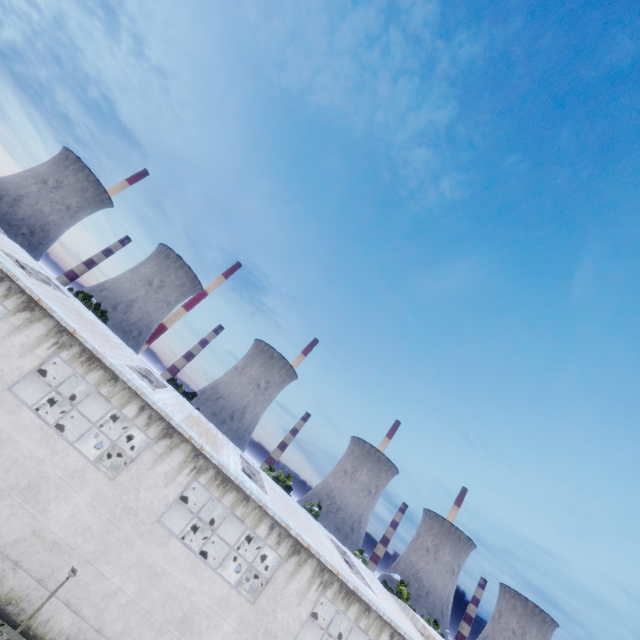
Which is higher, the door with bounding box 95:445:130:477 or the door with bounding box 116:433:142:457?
the door with bounding box 116:433:142:457

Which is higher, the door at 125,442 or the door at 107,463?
the door at 125,442

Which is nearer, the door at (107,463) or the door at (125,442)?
the door at (107,463)

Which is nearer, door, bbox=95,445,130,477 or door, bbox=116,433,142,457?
door, bbox=95,445,130,477

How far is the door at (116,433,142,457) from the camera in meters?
27.1 m

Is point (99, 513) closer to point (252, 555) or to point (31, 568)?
point (31, 568)
